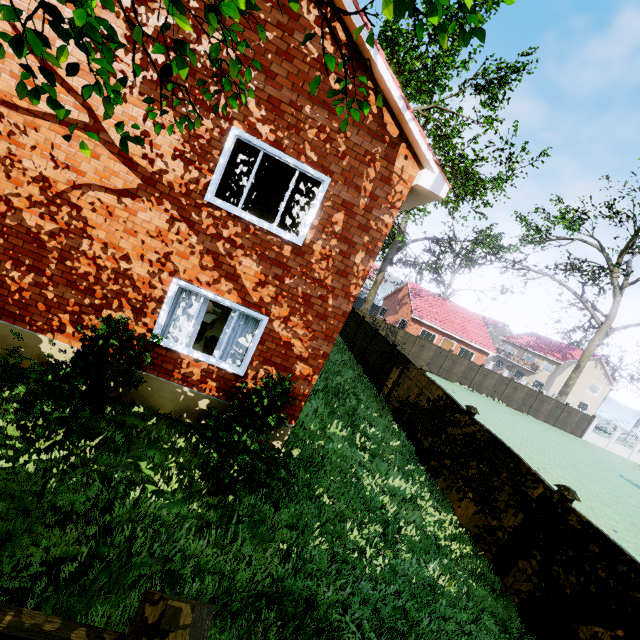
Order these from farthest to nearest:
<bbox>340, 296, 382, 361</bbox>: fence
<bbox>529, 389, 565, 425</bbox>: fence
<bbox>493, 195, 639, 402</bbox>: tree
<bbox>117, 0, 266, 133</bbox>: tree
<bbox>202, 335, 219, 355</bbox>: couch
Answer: <bbox>493, 195, 639, 402</bbox>: tree, <bbox>529, 389, 565, 425</bbox>: fence, <bbox>340, 296, 382, 361</bbox>: fence, <bbox>202, 335, 219, 355</bbox>: couch, <bbox>117, 0, 266, 133</bbox>: tree

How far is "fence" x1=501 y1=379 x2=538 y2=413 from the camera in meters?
28.8 m

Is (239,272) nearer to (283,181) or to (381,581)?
(283,181)

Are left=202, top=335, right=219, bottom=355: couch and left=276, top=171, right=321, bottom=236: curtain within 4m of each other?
yes

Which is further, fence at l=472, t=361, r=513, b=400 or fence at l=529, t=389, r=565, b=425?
fence at l=529, t=389, r=565, b=425

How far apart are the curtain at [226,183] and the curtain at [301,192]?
0.2 meters

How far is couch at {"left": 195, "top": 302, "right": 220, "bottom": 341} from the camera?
9.2 meters

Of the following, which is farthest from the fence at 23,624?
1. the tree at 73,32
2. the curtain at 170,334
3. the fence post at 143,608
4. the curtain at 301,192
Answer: the curtain at 301,192
